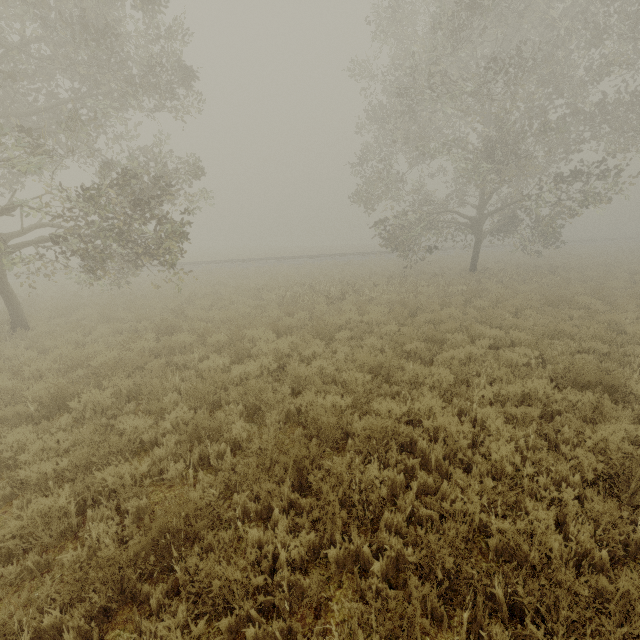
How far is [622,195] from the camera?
14.7 meters

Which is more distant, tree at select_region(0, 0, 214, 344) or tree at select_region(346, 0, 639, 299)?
tree at select_region(346, 0, 639, 299)

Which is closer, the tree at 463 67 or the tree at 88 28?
the tree at 88 28
